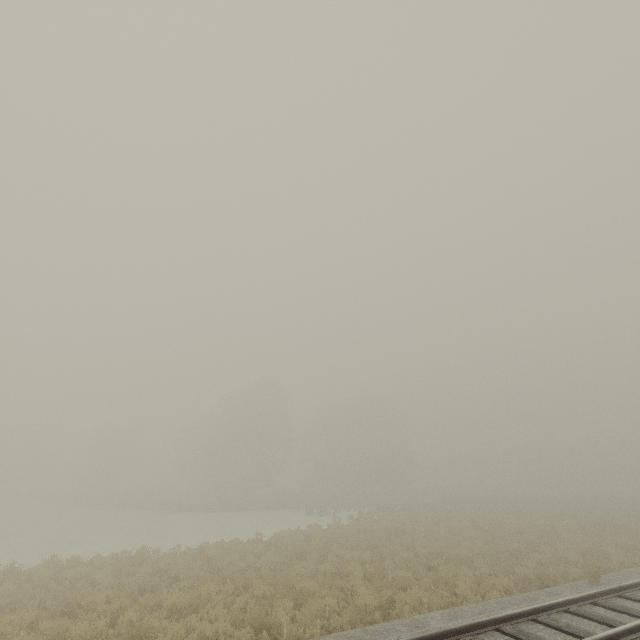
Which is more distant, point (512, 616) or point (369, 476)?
point (369, 476)
